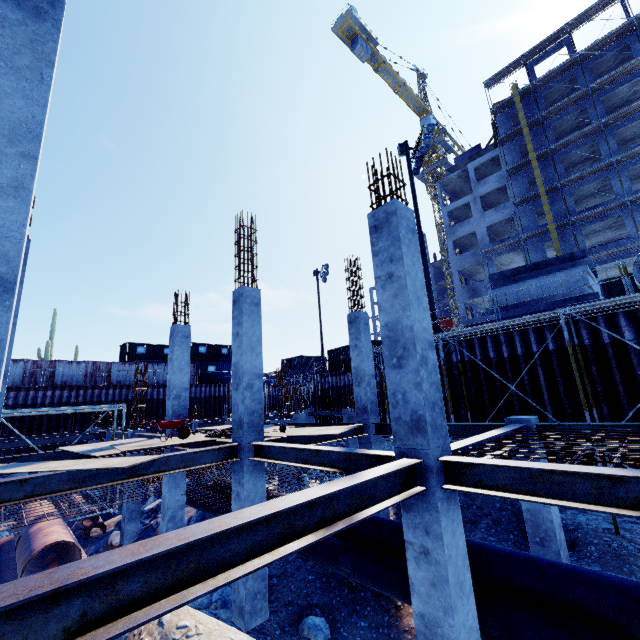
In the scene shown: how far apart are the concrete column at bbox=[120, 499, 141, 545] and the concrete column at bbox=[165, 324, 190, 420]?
4.4m

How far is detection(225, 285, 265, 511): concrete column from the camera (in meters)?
7.83

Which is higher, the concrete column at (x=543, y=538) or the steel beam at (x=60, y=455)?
the steel beam at (x=60, y=455)

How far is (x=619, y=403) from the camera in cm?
998

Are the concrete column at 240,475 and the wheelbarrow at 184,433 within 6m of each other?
yes

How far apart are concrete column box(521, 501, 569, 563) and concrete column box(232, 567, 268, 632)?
6.2m

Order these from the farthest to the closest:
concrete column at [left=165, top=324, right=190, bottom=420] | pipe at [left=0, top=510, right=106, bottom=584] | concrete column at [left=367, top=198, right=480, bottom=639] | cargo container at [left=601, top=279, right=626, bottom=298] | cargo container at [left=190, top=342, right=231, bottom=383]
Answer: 1. cargo container at [left=190, top=342, right=231, bottom=383]
2. cargo container at [left=601, top=279, right=626, bottom=298]
3. concrete column at [left=165, top=324, right=190, bottom=420]
4. pipe at [left=0, top=510, right=106, bottom=584]
5. concrete column at [left=367, top=198, right=480, bottom=639]

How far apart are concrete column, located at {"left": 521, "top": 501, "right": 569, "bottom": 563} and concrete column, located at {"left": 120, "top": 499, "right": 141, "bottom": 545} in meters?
15.0
